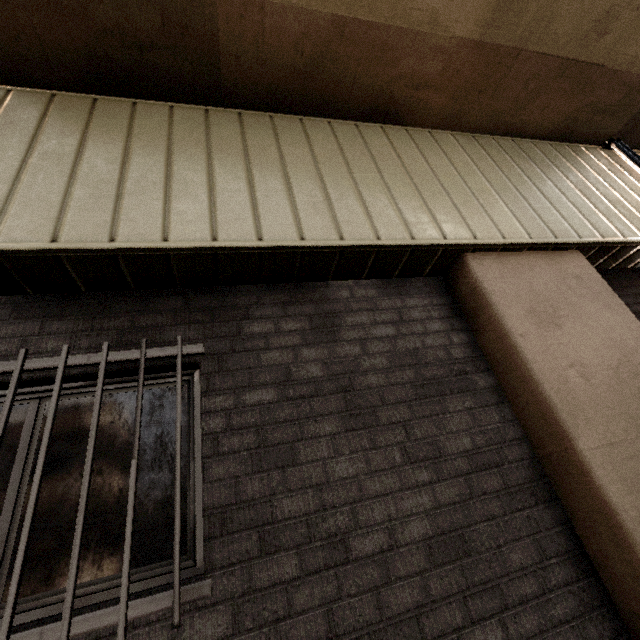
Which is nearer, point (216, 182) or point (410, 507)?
point (410, 507)

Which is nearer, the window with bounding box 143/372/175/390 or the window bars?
the window bars

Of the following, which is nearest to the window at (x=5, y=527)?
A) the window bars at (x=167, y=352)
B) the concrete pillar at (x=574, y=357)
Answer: the window bars at (x=167, y=352)

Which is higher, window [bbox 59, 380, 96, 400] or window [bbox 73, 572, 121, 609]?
window [bbox 59, 380, 96, 400]

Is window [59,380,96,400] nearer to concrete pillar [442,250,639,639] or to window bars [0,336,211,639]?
window bars [0,336,211,639]

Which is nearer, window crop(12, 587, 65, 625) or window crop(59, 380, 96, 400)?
window crop(12, 587, 65, 625)

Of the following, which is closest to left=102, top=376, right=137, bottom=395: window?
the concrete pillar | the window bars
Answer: the window bars

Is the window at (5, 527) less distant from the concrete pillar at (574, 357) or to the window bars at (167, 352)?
the window bars at (167, 352)
